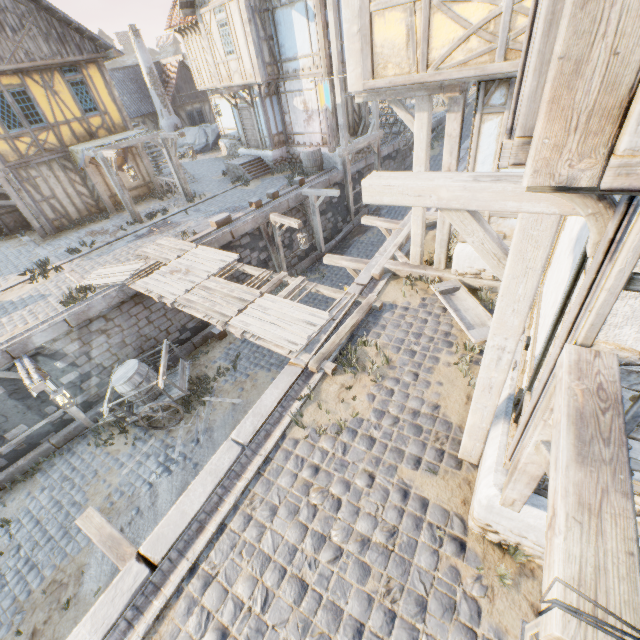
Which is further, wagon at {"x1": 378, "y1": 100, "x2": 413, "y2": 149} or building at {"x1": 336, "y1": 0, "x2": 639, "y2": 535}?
wagon at {"x1": 378, "y1": 100, "x2": 413, "y2": 149}

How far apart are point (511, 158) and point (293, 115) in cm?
1758

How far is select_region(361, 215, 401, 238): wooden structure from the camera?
10.30m

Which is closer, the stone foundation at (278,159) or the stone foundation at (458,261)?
the stone foundation at (458,261)

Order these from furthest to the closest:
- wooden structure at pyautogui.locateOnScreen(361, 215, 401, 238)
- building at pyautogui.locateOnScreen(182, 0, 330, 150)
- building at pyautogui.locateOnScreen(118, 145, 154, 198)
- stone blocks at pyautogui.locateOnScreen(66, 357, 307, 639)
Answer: building at pyautogui.locateOnScreen(118, 145, 154, 198)
building at pyautogui.locateOnScreen(182, 0, 330, 150)
wooden structure at pyautogui.locateOnScreen(361, 215, 401, 238)
stone blocks at pyautogui.locateOnScreen(66, 357, 307, 639)

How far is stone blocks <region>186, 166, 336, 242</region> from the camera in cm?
1204

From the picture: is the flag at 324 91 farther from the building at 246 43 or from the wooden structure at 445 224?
the building at 246 43

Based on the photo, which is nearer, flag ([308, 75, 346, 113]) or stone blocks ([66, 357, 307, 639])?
stone blocks ([66, 357, 307, 639])
